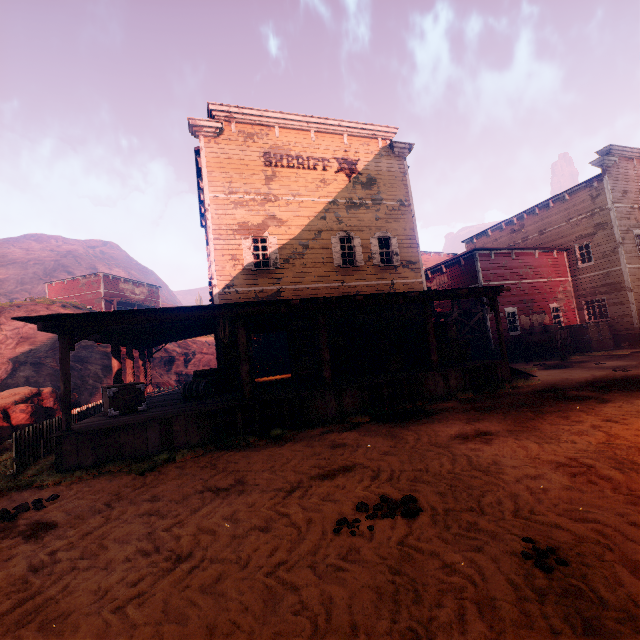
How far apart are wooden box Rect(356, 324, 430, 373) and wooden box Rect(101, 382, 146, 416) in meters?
7.6 m

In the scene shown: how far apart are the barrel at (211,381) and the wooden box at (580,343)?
20.79m

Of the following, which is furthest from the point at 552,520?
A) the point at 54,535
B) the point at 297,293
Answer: the point at 297,293

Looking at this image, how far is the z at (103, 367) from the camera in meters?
19.5 m

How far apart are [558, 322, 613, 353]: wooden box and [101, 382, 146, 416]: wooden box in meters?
23.4

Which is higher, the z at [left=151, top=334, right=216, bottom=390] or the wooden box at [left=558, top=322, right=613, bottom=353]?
the z at [left=151, top=334, right=216, bottom=390]

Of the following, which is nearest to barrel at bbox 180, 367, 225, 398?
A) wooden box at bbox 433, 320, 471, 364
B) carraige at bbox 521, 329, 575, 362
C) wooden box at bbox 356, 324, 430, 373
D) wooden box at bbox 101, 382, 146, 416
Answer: wooden box at bbox 101, 382, 146, 416

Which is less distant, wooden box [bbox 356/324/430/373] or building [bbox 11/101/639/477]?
building [bbox 11/101/639/477]
